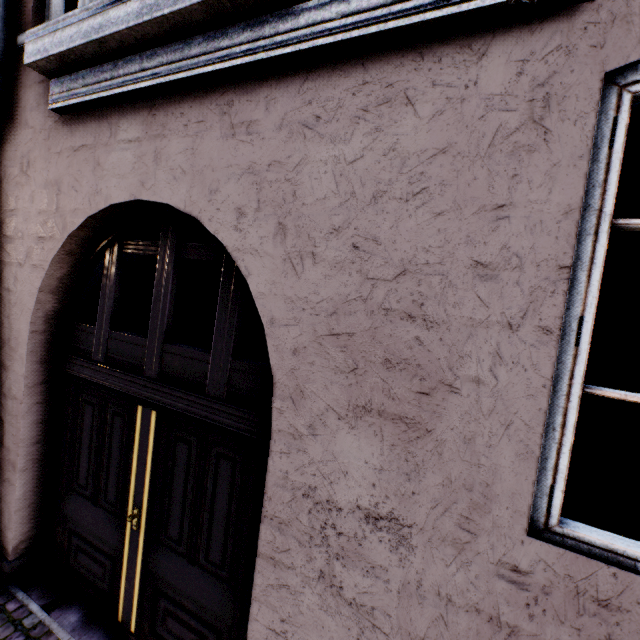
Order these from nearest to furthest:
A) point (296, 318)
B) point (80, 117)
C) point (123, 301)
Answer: point (296, 318)
point (80, 117)
point (123, 301)
